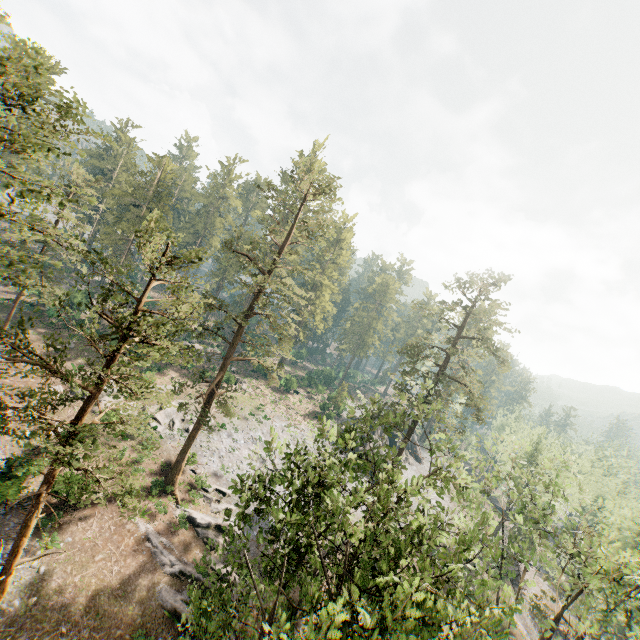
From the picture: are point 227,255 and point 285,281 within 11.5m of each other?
yes
